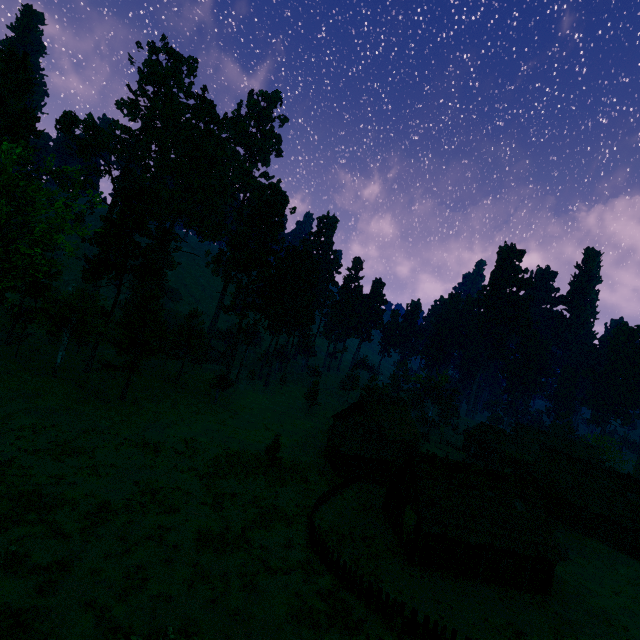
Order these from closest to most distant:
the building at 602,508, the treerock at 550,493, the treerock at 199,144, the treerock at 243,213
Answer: the building at 602,508 < the treerock at 199,144 < the treerock at 550,493 < the treerock at 243,213

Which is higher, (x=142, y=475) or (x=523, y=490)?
(x=523, y=490)

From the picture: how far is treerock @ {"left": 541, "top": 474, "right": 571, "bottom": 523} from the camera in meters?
38.4

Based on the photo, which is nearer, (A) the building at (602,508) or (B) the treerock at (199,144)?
(A) the building at (602,508)

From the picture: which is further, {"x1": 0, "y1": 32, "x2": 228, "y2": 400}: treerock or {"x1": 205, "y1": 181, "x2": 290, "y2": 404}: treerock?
{"x1": 205, "y1": 181, "x2": 290, "y2": 404}: treerock

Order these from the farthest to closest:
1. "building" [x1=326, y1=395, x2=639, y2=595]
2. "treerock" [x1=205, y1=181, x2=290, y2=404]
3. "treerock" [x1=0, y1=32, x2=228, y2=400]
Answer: "treerock" [x1=205, y1=181, x2=290, y2=404] → "treerock" [x1=0, y1=32, x2=228, y2=400] → "building" [x1=326, y1=395, x2=639, y2=595]
